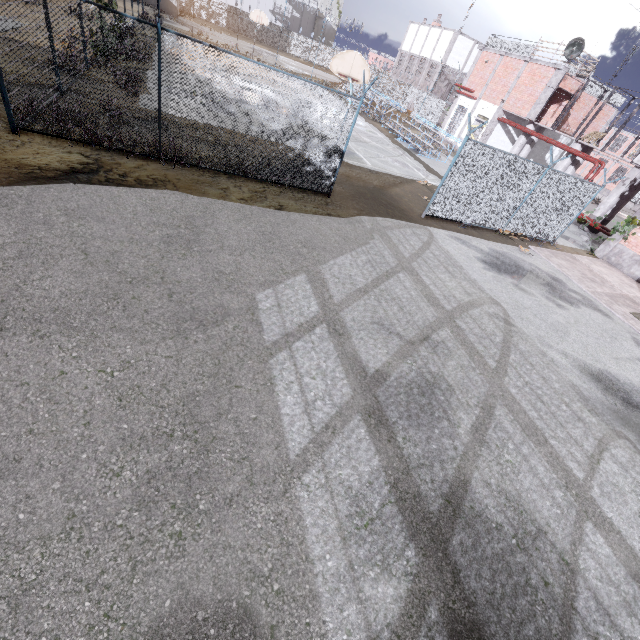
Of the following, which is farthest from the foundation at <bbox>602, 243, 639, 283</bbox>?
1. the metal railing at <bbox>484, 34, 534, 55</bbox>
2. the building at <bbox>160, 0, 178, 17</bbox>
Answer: the building at <bbox>160, 0, 178, 17</bbox>

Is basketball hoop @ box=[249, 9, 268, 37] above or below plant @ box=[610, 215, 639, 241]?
above

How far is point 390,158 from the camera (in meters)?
18.16

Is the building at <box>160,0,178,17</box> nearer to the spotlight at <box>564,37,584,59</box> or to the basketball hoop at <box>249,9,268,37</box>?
the basketball hoop at <box>249,9,268,37</box>

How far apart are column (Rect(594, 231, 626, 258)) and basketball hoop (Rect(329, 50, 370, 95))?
14.0 meters

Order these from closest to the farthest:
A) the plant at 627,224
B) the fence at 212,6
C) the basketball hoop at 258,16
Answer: the plant at 627,224
the basketball hoop at 258,16
the fence at 212,6

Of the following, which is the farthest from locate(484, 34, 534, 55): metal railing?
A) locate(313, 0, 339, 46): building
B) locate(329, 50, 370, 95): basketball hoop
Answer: locate(313, 0, 339, 46): building

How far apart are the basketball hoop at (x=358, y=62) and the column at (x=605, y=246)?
14.02m
